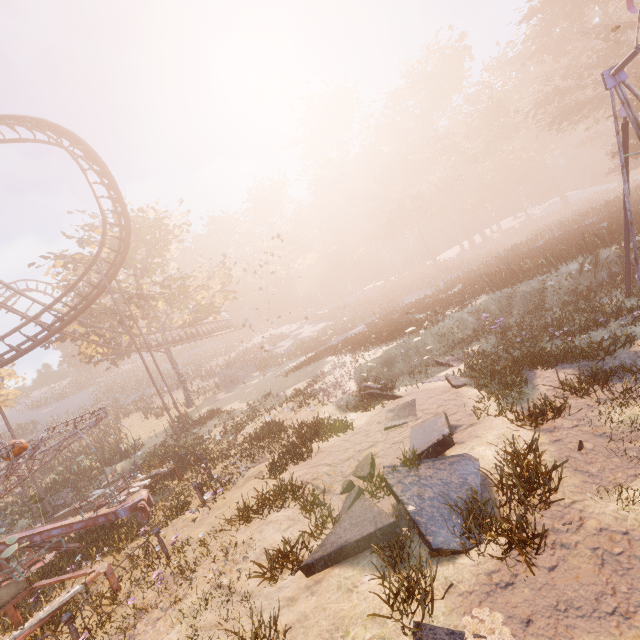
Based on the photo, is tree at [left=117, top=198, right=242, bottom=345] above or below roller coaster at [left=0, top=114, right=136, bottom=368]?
below

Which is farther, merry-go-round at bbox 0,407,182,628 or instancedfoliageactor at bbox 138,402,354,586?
merry-go-round at bbox 0,407,182,628

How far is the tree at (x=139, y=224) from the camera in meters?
27.9 m

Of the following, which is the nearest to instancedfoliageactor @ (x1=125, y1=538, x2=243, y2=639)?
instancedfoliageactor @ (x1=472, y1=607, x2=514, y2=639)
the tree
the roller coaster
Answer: instancedfoliageactor @ (x1=472, y1=607, x2=514, y2=639)

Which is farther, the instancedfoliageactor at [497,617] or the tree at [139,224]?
the tree at [139,224]

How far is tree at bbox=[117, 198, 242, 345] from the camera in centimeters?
2795cm

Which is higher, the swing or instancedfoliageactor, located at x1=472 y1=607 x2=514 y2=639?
the swing

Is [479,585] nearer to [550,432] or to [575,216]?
[550,432]
